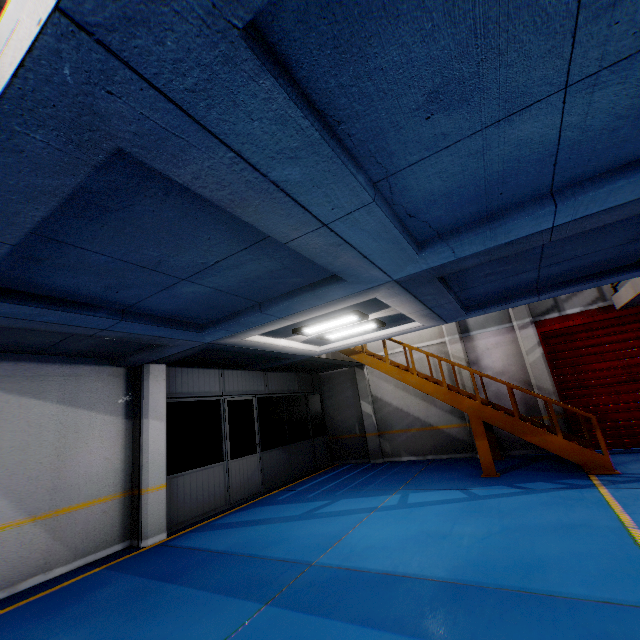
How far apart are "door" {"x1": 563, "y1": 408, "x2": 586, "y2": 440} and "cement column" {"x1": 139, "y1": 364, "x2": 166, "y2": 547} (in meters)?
11.10

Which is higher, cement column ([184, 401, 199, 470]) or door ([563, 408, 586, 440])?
cement column ([184, 401, 199, 470])

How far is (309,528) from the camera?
6.3m

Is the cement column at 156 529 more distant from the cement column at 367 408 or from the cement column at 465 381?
the cement column at 465 381

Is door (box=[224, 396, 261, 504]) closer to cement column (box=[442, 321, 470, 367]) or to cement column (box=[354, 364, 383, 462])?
cement column (box=[354, 364, 383, 462])

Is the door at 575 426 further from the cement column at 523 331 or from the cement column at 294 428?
the cement column at 294 428

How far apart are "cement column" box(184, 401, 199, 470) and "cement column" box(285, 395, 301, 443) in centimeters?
399cm

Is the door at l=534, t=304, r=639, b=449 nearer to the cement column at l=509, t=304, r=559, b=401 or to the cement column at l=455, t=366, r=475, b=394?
the cement column at l=509, t=304, r=559, b=401
